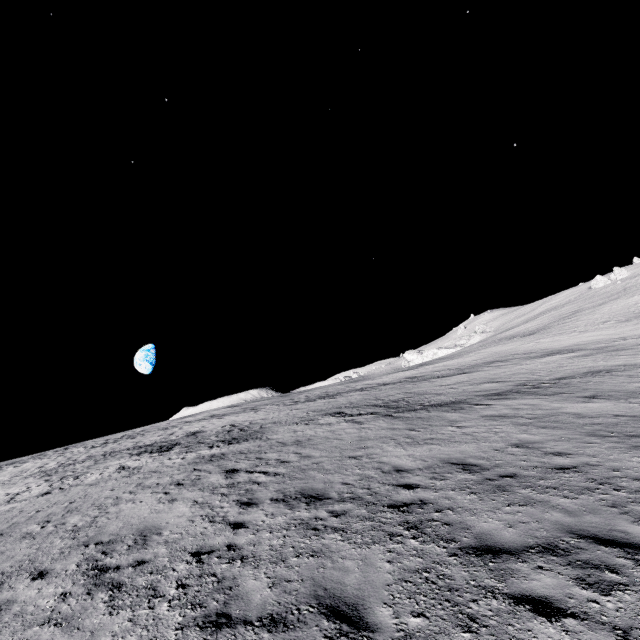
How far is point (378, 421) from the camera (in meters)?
16.36
